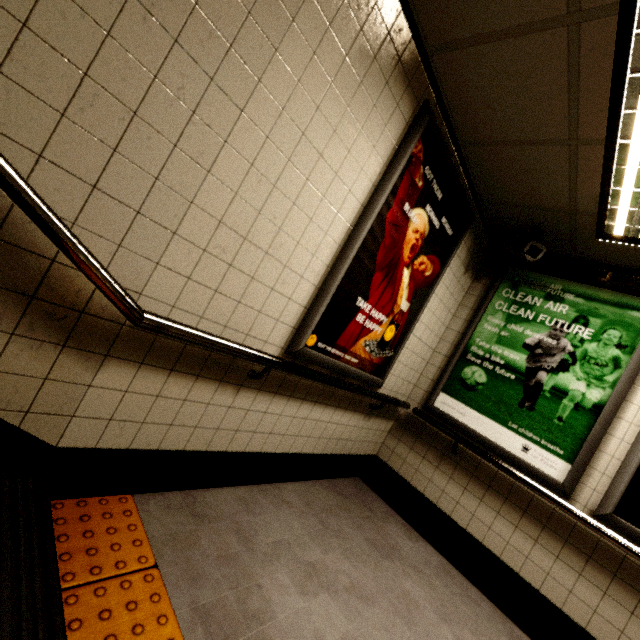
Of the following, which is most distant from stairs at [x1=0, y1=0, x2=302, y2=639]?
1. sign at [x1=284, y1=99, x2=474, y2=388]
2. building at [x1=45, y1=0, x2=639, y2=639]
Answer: sign at [x1=284, y1=99, x2=474, y2=388]

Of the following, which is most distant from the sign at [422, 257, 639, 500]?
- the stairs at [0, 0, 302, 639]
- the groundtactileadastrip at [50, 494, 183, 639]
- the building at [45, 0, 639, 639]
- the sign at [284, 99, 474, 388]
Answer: the stairs at [0, 0, 302, 639]

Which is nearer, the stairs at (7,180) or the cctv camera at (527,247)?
the stairs at (7,180)

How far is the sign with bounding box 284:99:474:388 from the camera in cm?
199

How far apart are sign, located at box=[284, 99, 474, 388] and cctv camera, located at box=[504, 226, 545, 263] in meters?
0.4 m

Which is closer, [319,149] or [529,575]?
[319,149]

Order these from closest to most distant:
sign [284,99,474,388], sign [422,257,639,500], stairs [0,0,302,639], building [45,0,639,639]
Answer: stairs [0,0,302,639]
building [45,0,639,639]
sign [284,99,474,388]
sign [422,257,639,500]

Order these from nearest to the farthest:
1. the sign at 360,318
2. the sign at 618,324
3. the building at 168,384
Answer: the building at 168,384
the sign at 360,318
the sign at 618,324
